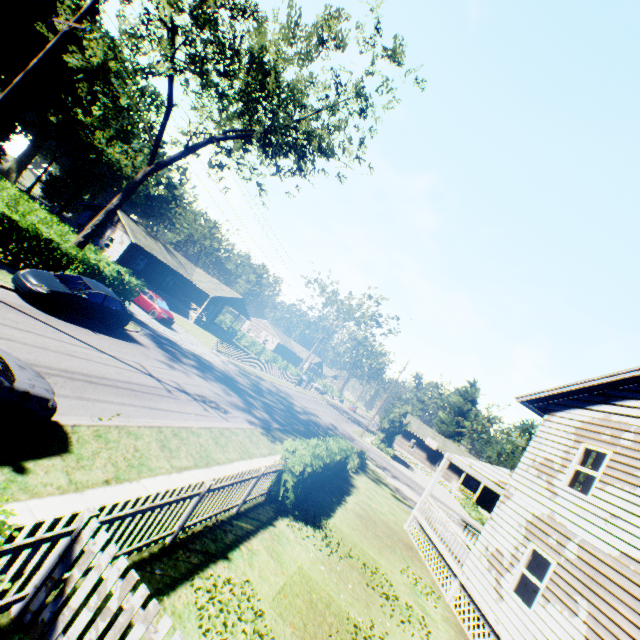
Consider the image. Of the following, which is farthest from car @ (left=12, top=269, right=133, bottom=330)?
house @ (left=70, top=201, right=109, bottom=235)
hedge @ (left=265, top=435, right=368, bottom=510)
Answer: house @ (left=70, top=201, right=109, bottom=235)

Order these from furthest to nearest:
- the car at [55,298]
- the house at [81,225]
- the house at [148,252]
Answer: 1. the house at [81,225]
2. the house at [148,252]
3. the car at [55,298]

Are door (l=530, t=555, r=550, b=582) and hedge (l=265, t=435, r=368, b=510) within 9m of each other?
yes

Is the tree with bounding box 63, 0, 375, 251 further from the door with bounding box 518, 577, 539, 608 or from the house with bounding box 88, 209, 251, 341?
the door with bounding box 518, 577, 539, 608

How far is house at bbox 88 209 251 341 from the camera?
36.1 meters

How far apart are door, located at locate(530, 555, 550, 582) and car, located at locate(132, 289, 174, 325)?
26.65m

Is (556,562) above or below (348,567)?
above

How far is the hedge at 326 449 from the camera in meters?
9.6
